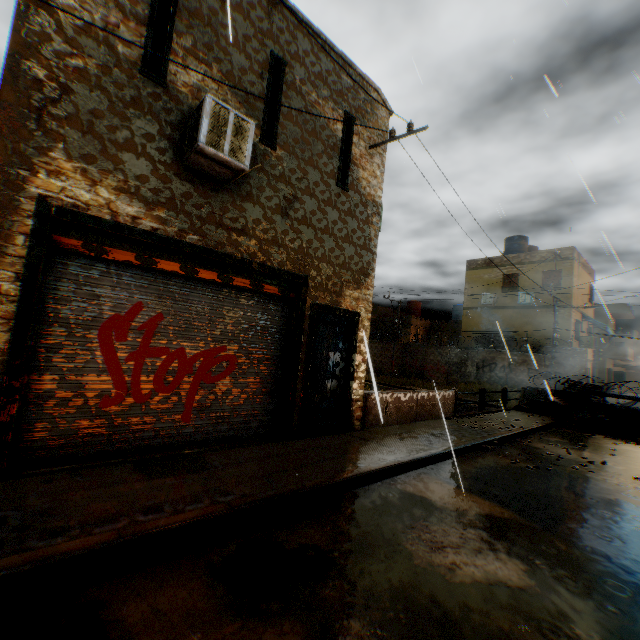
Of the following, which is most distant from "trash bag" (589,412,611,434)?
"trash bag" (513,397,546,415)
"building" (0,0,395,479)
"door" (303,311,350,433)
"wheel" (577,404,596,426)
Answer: "door" (303,311,350,433)

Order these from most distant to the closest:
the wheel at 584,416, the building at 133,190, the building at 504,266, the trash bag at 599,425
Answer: the building at 504,266
the wheel at 584,416
the trash bag at 599,425
the building at 133,190

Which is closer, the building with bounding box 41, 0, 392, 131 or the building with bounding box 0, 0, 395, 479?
the building with bounding box 0, 0, 395, 479

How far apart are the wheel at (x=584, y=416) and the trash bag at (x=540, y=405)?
0.64m

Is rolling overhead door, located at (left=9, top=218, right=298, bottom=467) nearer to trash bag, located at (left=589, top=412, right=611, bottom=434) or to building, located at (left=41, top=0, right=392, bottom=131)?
building, located at (left=41, top=0, right=392, bottom=131)

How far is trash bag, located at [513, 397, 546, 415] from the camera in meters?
13.6 m

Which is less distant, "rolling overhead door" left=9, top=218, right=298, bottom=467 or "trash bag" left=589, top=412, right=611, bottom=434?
"rolling overhead door" left=9, top=218, right=298, bottom=467

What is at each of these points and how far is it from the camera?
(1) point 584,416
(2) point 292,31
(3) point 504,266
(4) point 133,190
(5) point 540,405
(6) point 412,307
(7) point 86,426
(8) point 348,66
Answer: (1) wheel, 12.8m
(2) building, 6.4m
(3) building, 23.9m
(4) building, 4.6m
(5) trash bag, 13.7m
(6) water tank, 36.4m
(7) rolling overhead door, 4.6m
(8) building, 7.5m
